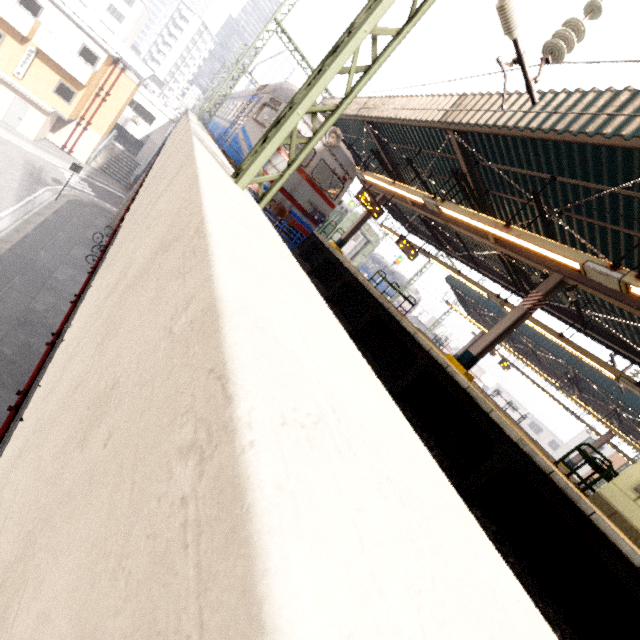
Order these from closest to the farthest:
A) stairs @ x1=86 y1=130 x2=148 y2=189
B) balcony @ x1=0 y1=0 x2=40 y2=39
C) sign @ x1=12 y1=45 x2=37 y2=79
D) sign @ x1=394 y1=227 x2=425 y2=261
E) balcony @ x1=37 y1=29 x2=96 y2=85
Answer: sign @ x1=394 y1=227 x2=425 y2=261 < balcony @ x1=0 y1=0 x2=40 y2=39 < balcony @ x1=37 y1=29 x2=96 y2=85 < sign @ x1=12 y1=45 x2=37 y2=79 < stairs @ x1=86 y1=130 x2=148 y2=189

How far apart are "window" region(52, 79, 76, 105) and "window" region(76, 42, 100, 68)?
1.99m

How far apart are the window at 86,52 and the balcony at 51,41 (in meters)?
0.20

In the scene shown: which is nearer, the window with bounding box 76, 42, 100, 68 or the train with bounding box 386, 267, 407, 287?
the window with bounding box 76, 42, 100, 68

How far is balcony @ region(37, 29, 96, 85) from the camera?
21.9 meters

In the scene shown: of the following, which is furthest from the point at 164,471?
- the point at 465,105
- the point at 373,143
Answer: the point at 373,143

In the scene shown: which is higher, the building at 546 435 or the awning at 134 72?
the building at 546 435

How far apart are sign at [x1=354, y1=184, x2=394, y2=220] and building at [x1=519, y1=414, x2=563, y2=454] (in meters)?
61.02
